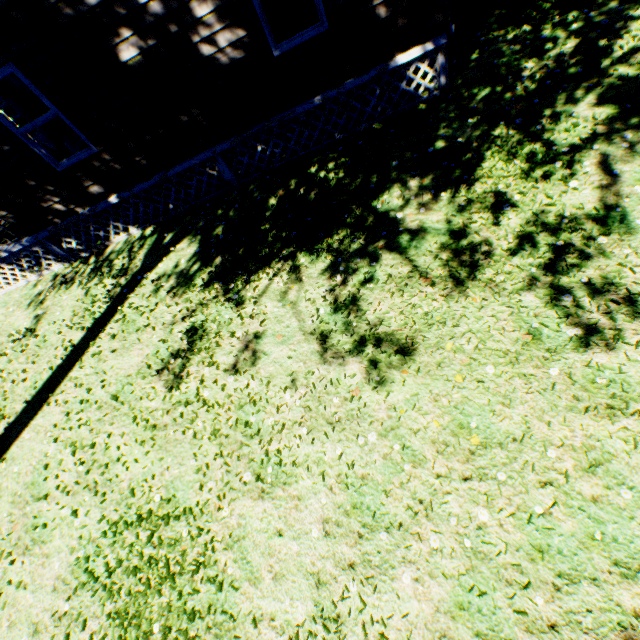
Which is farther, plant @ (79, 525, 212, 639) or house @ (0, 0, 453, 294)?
house @ (0, 0, 453, 294)

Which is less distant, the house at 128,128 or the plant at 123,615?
the plant at 123,615

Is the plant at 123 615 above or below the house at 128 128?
below

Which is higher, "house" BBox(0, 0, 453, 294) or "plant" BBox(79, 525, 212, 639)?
"house" BBox(0, 0, 453, 294)

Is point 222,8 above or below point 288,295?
above
